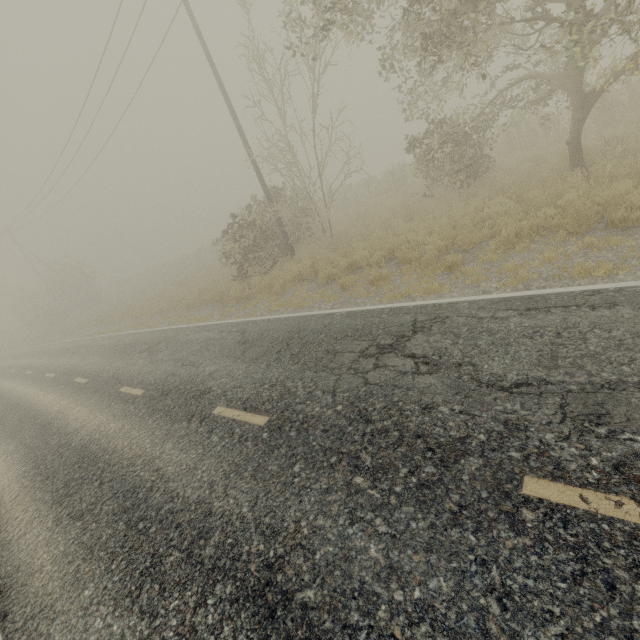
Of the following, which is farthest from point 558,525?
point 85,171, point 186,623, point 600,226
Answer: point 85,171
